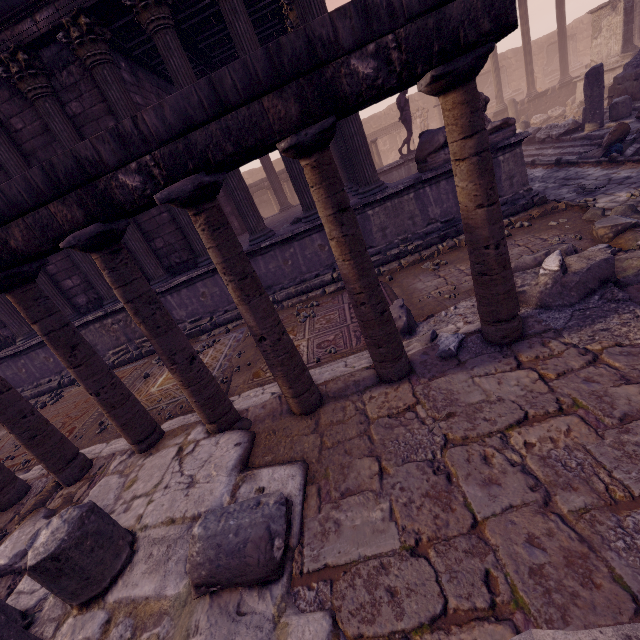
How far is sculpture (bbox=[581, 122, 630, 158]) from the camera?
8.52m

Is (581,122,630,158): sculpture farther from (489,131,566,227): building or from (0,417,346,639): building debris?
(0,417,346,639): building debris

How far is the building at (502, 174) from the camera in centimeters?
669cm

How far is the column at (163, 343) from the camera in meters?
2.8 m

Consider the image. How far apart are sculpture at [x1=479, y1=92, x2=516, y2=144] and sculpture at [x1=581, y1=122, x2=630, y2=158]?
3.8 meters

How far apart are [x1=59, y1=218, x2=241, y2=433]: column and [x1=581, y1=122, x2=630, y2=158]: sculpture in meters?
11.3

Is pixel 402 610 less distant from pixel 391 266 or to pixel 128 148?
pixel 128 148

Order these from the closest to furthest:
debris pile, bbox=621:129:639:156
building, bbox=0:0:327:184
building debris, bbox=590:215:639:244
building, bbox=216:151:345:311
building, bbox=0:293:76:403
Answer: building debris, bbox=590:215:639:244 < building, bbox=0:0:327:184 < building, bbox=216:151:345:311 < debris pile, bbox=621:129:639:156 < building, bbox=0:293:76:403
